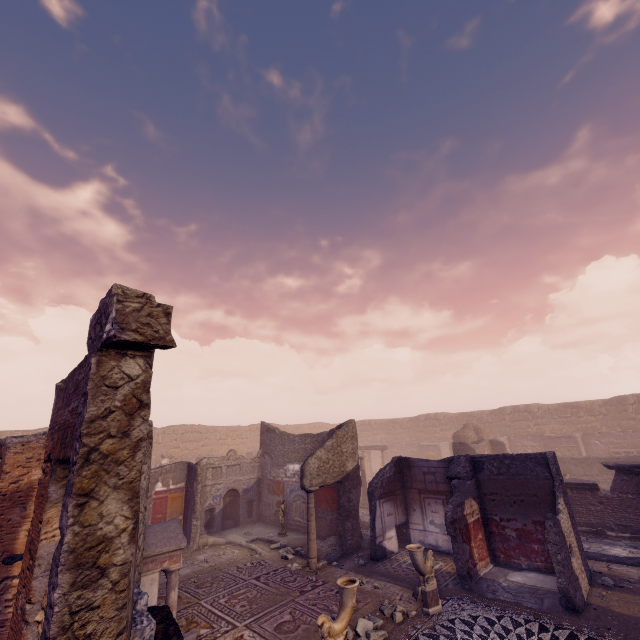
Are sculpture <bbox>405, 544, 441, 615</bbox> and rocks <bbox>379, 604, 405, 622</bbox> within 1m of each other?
yes

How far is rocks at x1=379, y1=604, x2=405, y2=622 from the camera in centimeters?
666cm

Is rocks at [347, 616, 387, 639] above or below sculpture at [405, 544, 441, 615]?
below

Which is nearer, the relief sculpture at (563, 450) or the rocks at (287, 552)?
the rocks at (287, 552)

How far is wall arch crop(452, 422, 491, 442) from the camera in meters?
21.0 m

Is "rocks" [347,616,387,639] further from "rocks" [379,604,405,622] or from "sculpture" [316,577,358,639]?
"sculpture" [316,577,358,639]

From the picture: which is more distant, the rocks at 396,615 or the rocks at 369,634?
the rocks at 396,615

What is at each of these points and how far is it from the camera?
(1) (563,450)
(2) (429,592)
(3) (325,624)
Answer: (1) relief sculpture, 21.2m
(2) sculpture, 6.9m
(3) sculpture, 5.0m
